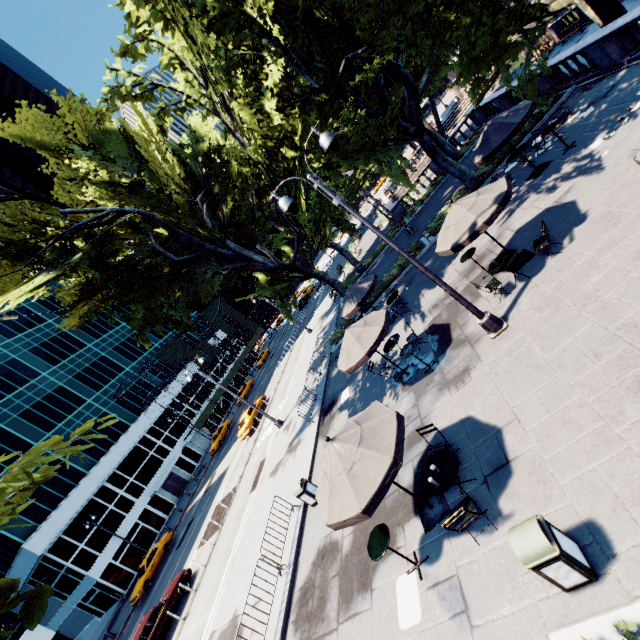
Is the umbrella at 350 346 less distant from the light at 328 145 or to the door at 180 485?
the light at 328 145

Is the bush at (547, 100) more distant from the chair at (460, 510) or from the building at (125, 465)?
the building at (125, 465)

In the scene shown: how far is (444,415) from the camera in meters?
9.1 m

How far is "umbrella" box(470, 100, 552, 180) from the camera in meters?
11.9 m

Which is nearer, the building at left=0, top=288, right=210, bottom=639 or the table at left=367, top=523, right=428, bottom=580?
the table at left=367, top=523, right=428, bottom=580

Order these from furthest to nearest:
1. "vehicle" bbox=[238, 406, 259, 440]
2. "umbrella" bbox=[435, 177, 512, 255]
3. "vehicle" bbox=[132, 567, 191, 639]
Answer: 1. "vehicle" bbox=[238, 406, 259, 440]
2. "vehicle" bbox=[132, 567, 191, 639]
3. "umbrella" bbox=[435, 177, 512, 255]

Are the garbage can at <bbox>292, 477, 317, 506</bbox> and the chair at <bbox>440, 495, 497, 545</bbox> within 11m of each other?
yes

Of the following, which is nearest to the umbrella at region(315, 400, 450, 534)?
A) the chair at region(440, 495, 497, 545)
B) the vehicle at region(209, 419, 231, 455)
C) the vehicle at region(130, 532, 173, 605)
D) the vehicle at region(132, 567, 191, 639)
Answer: the chair at region(440, 495, 497, 545)
